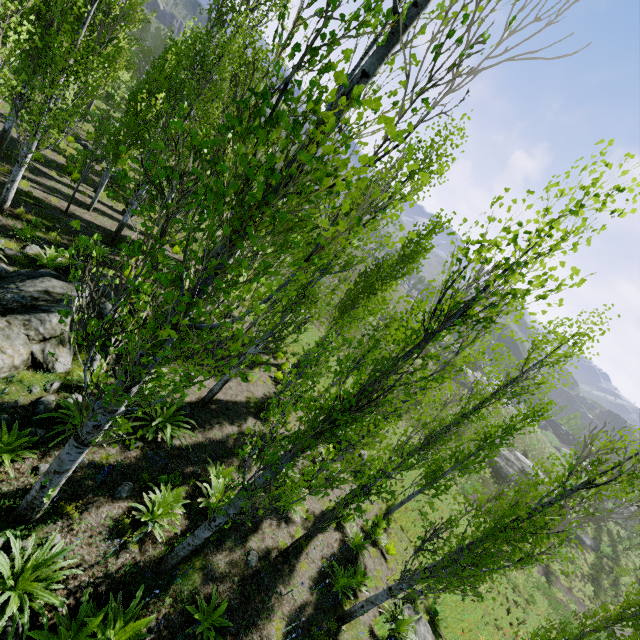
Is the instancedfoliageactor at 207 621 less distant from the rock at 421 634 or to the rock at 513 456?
the rock at 421 634

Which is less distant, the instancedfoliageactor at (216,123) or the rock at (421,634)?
the instancedfoliageactor at (216,123)

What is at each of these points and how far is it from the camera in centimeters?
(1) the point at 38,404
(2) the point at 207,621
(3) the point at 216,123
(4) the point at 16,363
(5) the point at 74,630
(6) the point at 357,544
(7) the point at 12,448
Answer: (1) rock, 649cm
(2) instancedfoliageactor, 573cm
(3) instancedfoliageactor, 1917cm
(4) rock, 650cm
(5) instancedfoliageactor, 432cm
(6) instancedfoliageactor, 1085cm
(7) instancedfoliageactor, 551cm

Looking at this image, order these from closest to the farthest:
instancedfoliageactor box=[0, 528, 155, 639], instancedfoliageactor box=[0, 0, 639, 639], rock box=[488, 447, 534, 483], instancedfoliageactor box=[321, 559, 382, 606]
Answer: instancedfoliageactor box=[0, 0, 639, 639] → instancedfoliageactor box=[0, 528, 155, 639] → instancedfoliageactor box=[321, 559, 382, 606] → rock box=[488, 447, 534, 483]

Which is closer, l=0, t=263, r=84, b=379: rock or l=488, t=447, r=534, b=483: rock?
l=0, t=263, r=84, b=379: rock

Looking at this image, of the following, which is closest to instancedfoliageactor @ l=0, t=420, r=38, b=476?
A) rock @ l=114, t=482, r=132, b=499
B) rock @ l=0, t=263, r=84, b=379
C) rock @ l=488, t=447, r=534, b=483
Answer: rock @ l=0, t=263, r=84, b=379

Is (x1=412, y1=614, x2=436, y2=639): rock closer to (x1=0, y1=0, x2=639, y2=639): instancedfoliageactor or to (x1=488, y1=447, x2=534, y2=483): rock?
(x1=0, y1=0, x2=639, y2=639): instancedfoliageactor

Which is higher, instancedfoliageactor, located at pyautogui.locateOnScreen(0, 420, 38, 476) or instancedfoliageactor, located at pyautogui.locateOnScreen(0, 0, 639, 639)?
instancedfoliageactor, located at pyautogui.locateOnScreen(0, 0, 639, 639)
